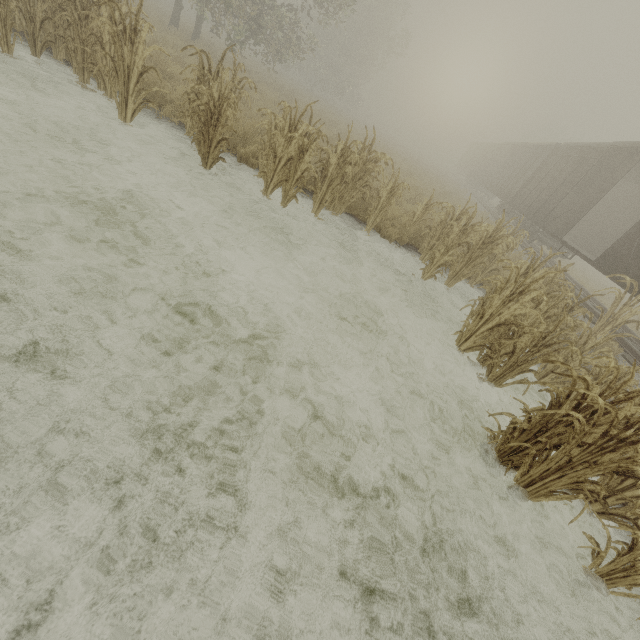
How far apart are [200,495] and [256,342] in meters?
1.8 m

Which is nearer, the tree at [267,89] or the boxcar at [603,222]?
the tree at [267,89]

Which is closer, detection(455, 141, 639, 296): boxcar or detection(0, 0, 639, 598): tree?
detection(0, 0, 639, 598): tree
